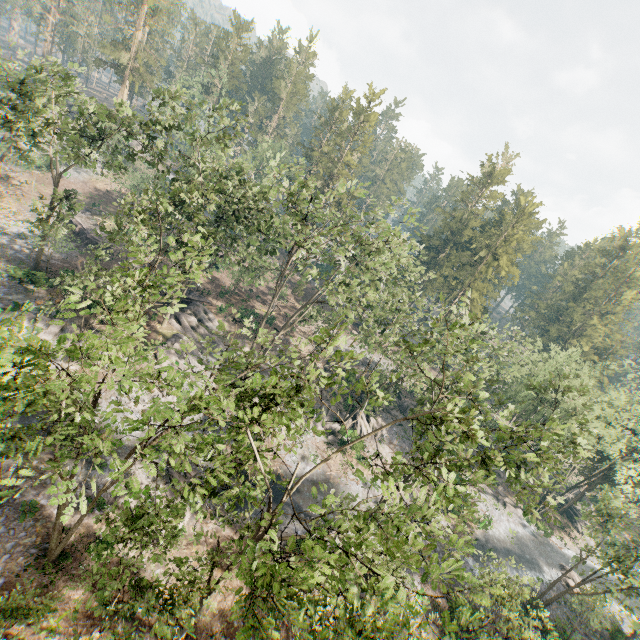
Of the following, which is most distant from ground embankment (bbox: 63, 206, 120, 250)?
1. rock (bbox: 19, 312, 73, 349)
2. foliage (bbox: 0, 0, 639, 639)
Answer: foliage (bbox: 0, 0, 639, 639)

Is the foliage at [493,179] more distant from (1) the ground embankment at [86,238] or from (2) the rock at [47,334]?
(1) the ground embankment at [86,238]

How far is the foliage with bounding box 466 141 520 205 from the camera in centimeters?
5654cm

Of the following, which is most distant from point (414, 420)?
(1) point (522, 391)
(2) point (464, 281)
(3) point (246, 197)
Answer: (2) point (464, 281)

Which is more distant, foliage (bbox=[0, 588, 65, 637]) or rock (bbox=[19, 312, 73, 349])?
rock (bbox=[19, 312, 73, 349])
